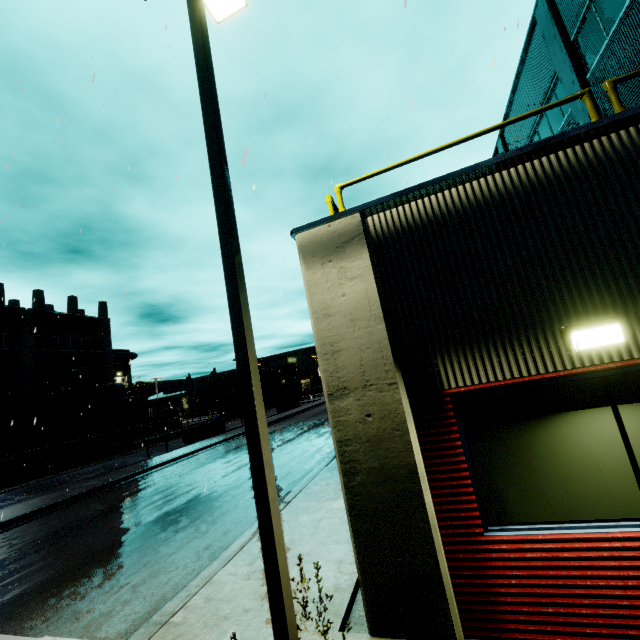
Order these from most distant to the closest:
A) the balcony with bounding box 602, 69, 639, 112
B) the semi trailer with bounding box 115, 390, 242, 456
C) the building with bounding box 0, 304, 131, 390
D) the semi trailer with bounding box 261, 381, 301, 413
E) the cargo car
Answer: the semi trailer with bounding box 261, 381, 301, 413 < the building with bounding box 0, 304, 131, 390 < the cargo car < the semi trailer with bounding box 115, 390, 242, 456 < the balcony with bounding box 602, 69, 639, 112

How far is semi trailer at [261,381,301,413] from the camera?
39.0 meters

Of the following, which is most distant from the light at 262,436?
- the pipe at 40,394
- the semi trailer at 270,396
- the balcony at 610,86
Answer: the pipe at 40,394

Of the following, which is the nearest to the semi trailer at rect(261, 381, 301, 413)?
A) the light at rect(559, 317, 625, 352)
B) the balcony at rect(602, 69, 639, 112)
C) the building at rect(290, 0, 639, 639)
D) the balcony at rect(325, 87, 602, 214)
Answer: the building at rect(290, 0, 639, 639)

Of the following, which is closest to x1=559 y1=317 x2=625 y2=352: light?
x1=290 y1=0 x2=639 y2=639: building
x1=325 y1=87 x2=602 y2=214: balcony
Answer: x1=290 y1=0 x2=639 y2=639: building

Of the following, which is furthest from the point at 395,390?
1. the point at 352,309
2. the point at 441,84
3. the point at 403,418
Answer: the point at 441,84

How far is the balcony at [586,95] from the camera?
4.20m

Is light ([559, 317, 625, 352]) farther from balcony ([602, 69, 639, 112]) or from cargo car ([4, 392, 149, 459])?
cargo car ([4, 392, 149, 459])
